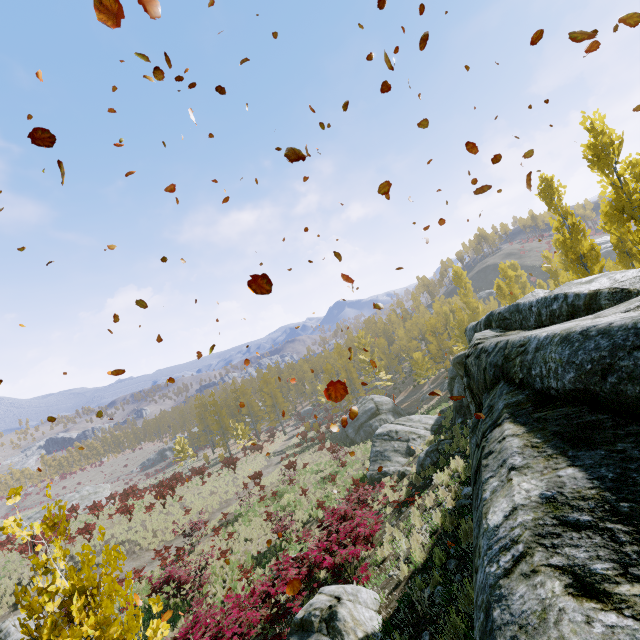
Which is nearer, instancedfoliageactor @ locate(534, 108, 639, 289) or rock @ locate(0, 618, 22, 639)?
instancedfoliageactor @ locate(534, 108, 639, 289)

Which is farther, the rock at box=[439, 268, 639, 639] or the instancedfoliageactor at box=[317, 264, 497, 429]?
the instancedfoliageactor at box=[317, 264, 497, 429]

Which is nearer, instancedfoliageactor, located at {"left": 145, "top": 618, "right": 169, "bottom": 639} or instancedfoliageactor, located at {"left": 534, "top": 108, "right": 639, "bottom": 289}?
instancedfoliageactor, located at {"left": 145, "top": 618, "right": 169, "bottom": 639}

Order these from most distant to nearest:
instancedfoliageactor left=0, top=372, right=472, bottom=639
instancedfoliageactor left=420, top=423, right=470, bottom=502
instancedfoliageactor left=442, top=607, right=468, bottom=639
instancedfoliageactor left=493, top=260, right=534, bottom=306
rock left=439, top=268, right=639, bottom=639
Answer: instancedfoliageactor left=493, top=260, right=534, bottom=306
instancedfoliageactor left=420, top=423, right=470, bottom=502
instancedfoliageactor left=442, top=607, right=468, bottom=639
instancedfoliageactor left=0, top=372, right=472, bottom=639
rock left=439, top=268, right=639, bottom=639

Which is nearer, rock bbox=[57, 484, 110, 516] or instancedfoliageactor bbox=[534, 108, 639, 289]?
instancedfoliageactor bbox=[534, 108, 639, 289]

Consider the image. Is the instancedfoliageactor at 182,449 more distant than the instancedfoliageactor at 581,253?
Yes

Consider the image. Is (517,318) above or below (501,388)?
above

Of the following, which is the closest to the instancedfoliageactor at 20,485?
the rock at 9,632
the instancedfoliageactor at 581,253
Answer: the instancedfoliageactor at 581,253
